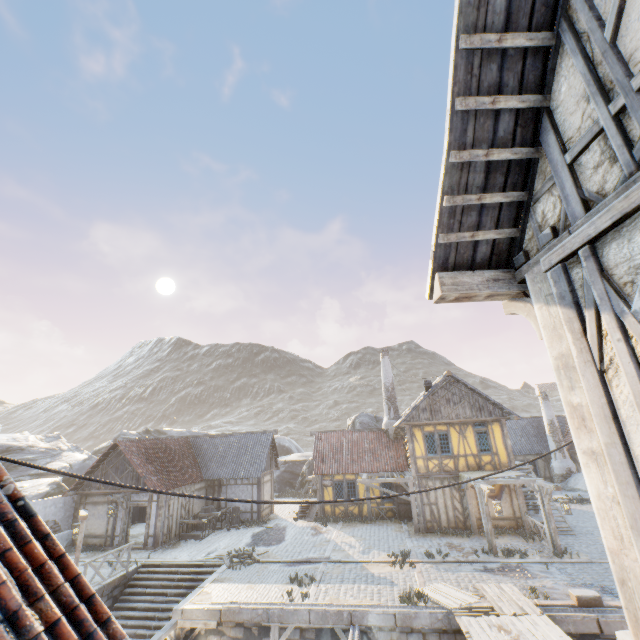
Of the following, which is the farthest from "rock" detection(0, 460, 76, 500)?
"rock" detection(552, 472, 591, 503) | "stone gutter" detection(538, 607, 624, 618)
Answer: "stone gutter" detection(538, 607, 624, 618)

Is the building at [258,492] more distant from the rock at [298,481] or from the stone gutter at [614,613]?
the stone gutter at [614,613]

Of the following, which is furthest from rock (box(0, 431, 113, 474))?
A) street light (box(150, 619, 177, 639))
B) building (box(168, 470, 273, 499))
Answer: street light (box(150, 619, 177, 639))

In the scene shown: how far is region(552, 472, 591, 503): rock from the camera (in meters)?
23.14

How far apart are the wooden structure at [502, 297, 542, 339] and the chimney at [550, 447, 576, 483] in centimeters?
3130cm

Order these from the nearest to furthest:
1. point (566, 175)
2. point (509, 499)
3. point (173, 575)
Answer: point (566, 175)
point (173, 575)
point (509, 499)

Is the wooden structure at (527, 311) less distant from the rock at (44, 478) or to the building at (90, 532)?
the building at (90, 532)
